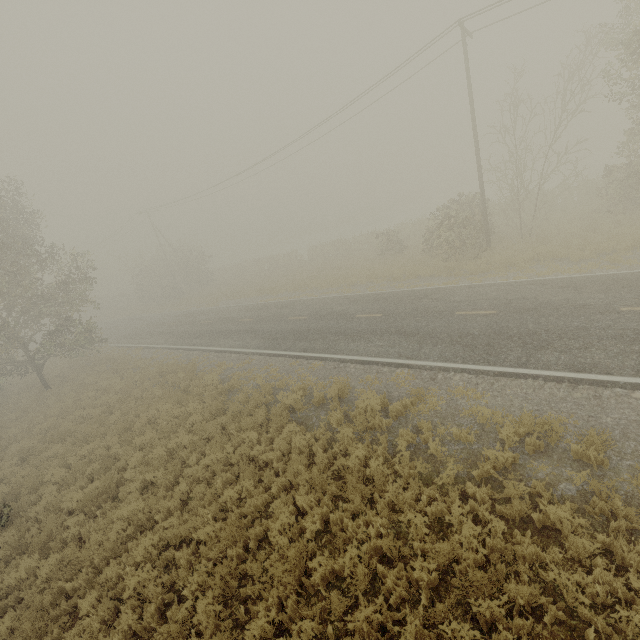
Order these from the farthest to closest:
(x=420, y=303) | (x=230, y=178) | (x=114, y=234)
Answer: (x=114, y=234)
(x=230, y=178)
(x=420, y=303)
